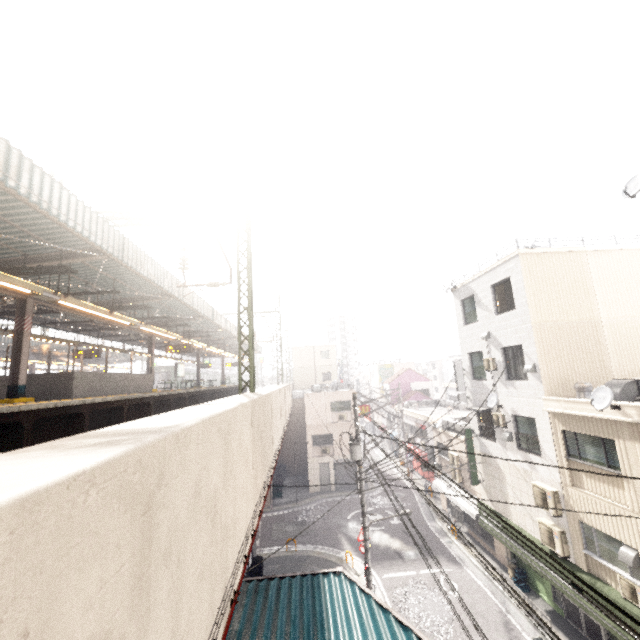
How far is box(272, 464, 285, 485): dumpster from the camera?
28.7 meters

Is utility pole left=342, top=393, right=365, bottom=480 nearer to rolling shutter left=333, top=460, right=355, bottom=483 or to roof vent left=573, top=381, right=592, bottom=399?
roof vent left=573, top=381, right=592, bottom=399

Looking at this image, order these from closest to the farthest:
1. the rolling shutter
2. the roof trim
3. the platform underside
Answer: the platform underside → the roof trim → the rolling shutter

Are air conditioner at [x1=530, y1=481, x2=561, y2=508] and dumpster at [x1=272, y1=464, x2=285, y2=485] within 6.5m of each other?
no

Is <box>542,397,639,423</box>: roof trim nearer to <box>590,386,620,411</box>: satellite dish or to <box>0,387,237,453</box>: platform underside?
<box>590,386,620,411</box>: satellite dish

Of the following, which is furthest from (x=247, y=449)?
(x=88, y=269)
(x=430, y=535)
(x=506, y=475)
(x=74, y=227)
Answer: (x=430, y=535)

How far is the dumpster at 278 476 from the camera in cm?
2875

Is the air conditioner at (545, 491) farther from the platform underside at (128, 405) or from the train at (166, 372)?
the train at (166, 372)
